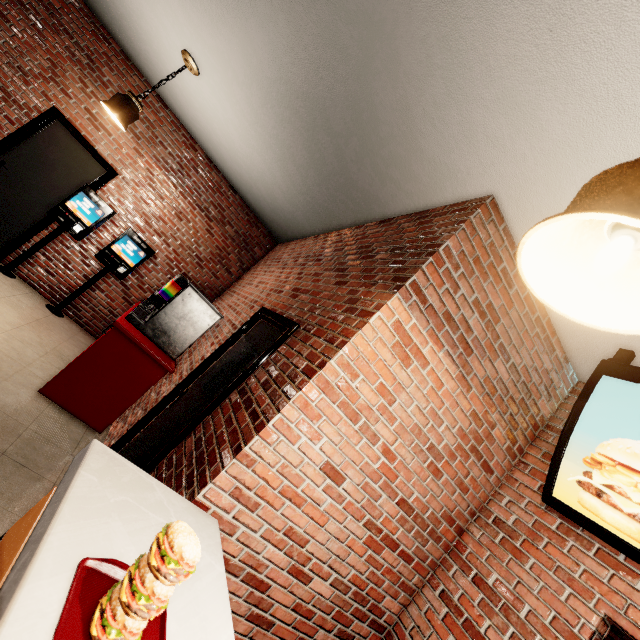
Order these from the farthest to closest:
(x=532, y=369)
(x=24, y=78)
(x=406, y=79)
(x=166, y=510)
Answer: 1. (x=24, y=78)
2. (x=532, y=369)
3. (x=406, y=79)
4. (x=166, y=510)
